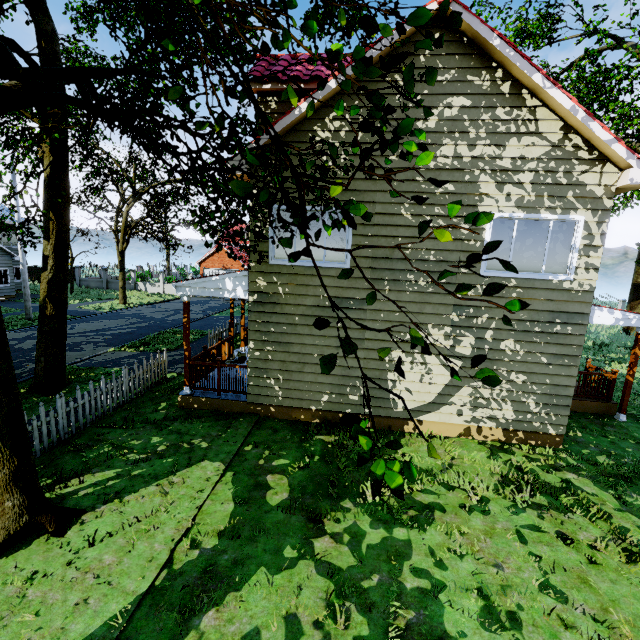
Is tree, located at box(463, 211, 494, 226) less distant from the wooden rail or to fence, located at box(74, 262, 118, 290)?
fence, located at box(74, 262, 118, 290)

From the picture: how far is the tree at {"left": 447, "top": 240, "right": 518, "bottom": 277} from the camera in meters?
1.8 m

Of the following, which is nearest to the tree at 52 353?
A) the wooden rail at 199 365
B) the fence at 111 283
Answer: the fence at 111 283

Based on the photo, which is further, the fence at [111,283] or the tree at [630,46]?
the fence at [111,283]

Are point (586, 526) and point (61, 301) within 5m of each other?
no

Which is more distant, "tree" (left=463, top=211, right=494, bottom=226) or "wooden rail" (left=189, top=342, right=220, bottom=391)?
"wooden rail" (left=189, top=342, right=220, bottom=391)

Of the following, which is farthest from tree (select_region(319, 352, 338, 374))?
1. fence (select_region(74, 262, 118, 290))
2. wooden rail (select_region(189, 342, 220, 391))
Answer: wooden rail (select_region(189, 342, 220, 391))
